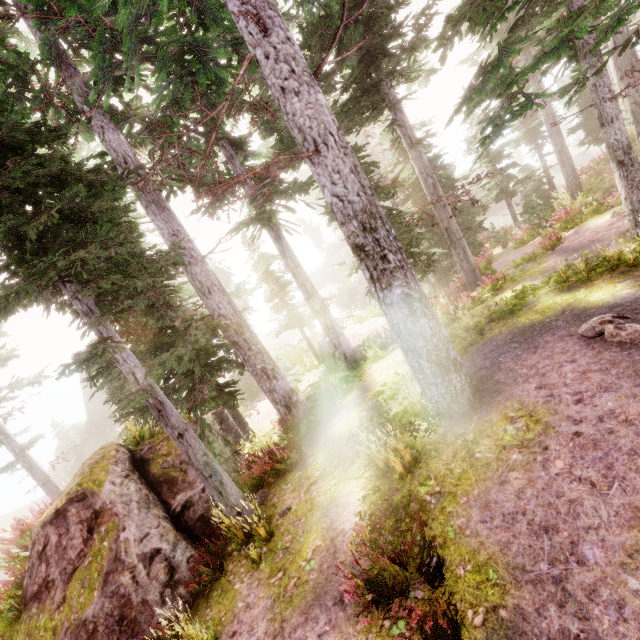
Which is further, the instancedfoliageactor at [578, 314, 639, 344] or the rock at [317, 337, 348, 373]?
the rock at [317, 337, 348, 373]

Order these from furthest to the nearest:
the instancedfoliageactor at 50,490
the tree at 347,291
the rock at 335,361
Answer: the tree at 347,291 < the rock at 335,361 < the instancedfoliageactor at 50,490

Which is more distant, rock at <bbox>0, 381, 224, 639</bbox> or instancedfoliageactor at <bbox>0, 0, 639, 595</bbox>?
rock at <bbox>0, 381, 224, 639</bbox>

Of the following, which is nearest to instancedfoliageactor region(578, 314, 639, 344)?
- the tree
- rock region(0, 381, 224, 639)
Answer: rock region(0, 381, 224, 639)

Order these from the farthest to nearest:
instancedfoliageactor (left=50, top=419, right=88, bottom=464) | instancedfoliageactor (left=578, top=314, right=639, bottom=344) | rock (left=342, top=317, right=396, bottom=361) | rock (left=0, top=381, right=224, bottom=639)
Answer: instancedfoliageactor (left=50, top=419, right=88, bottom=464)
rock (left=342, top=317, right=396, bottom=361)
rock (left=0, top=381, right=224, bottom=639)
instancedfoliageactor (left=578, top=314, right=639, bottom=344)

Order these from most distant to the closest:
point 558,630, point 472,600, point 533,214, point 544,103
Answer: point 533,214 < point 544,103 < point 472,600 < point 558,630

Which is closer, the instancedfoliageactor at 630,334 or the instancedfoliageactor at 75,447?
the instancedfoliageactor at 630,334
